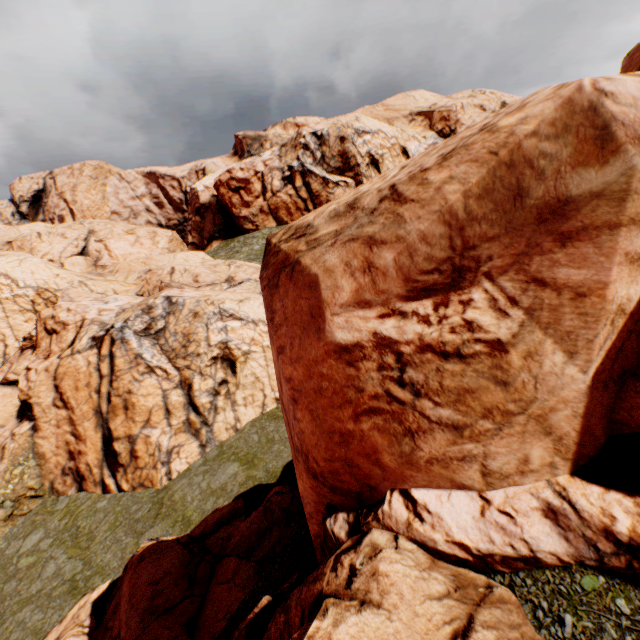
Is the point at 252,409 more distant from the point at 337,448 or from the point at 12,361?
the point at 12,361
